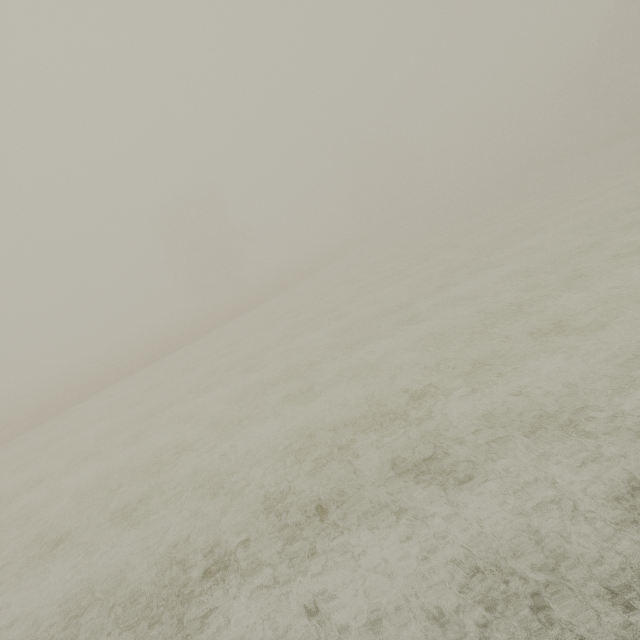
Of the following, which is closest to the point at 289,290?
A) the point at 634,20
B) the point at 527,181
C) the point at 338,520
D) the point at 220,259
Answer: the point at 220,259
